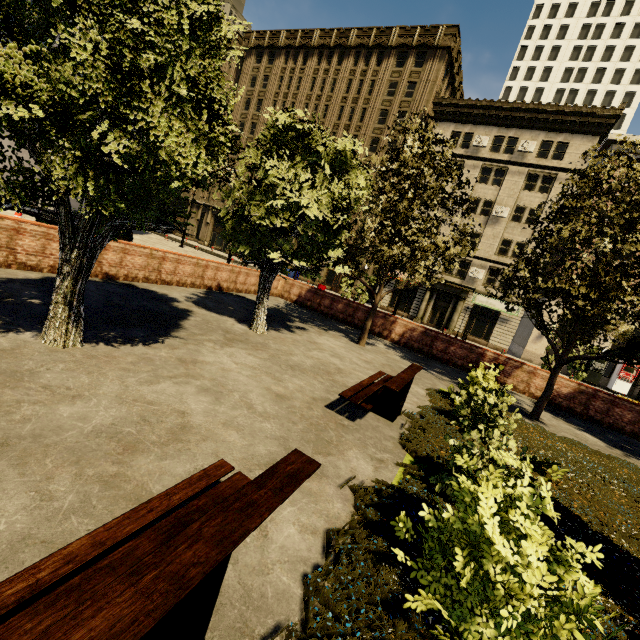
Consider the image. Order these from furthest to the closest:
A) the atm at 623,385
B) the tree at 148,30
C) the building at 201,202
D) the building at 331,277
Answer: the building at 201,202 → the building at 331,277 → the atm at 623,385 → the tree at 148,30

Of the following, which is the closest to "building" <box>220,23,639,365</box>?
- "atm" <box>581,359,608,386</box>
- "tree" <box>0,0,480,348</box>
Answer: "atm" <box>581,359,608,386</box>

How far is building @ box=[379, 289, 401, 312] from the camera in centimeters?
3484cm

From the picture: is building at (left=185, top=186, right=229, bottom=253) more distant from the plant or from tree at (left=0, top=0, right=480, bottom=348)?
the plant

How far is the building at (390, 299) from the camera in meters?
34.8 m

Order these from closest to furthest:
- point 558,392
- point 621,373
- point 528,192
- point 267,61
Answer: point 558,392
point 621,373
point 528,192
point 267,61

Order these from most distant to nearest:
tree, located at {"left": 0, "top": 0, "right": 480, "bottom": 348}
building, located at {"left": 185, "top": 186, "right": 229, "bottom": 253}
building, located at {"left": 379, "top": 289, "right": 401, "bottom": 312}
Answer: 1. building, located at {"left": 185, "top": 186, "right": 229, "bottom": 253}
2. building, located at {"left": 379, "top": 289, "right": 401, "bottom": 312}
3. tree, located at {"left": 0, "top": 0, "right": 480, "bottom": 348}

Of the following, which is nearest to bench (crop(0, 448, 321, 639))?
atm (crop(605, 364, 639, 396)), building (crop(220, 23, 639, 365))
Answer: building (crop(220, 23, 639, 365))
